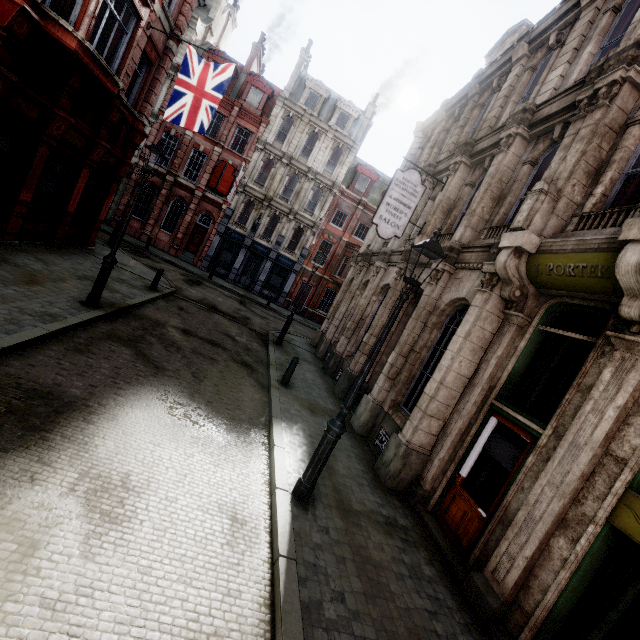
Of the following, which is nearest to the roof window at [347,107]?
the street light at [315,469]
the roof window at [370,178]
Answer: the roof window at [370,178]

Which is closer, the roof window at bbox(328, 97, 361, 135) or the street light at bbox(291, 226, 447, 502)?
the street light at bbox(291, 226, 447, 502)

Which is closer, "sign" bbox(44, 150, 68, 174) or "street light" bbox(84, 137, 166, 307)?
"street light" bbox(84, 137, 166, 307)

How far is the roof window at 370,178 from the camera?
30.6 meters

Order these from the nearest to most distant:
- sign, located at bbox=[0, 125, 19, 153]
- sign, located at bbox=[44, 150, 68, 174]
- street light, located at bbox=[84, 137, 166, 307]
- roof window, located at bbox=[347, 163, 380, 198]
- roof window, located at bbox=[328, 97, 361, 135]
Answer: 1. street light, located at bbox=[84, 137, 166, 307]
2. sign, located at bbox=[0, 125, 19, 153]
3. sign, located at bbox=[44, 150, 68, 174]
4. roof window, located at bbox=[328, 97, 361, 135]
5. roof window, located at bbox=[347, 163, 380, 198]

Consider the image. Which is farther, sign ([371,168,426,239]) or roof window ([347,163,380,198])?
roof window ([347,163,380,198])

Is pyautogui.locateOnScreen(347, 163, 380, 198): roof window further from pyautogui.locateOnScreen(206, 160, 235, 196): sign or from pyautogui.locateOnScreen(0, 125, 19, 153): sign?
pyautogui.locateOnScreen(0, 125, 19, 153): sign

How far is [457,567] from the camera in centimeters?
537cm
